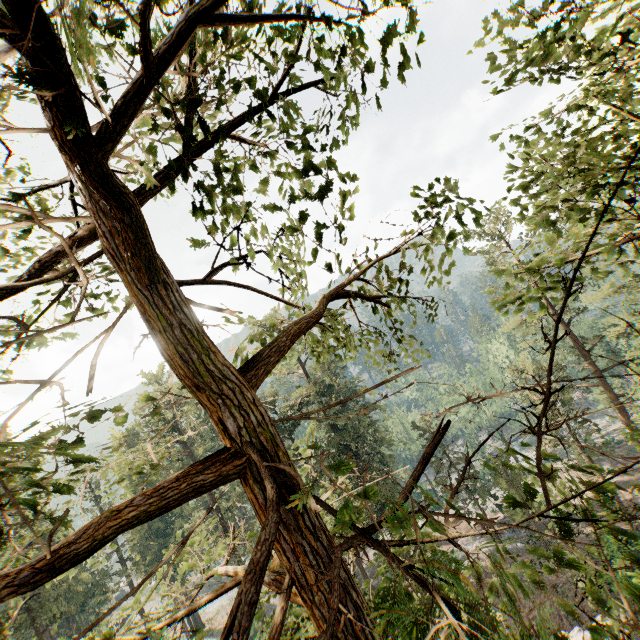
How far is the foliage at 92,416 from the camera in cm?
264

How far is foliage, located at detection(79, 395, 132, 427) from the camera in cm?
264

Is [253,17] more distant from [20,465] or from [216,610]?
[216,610]

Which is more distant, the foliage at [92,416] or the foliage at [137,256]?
the foliage at [92,416]

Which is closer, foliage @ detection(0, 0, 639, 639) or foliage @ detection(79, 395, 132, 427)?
foliage @ detection(0, 0, 639, 639)
